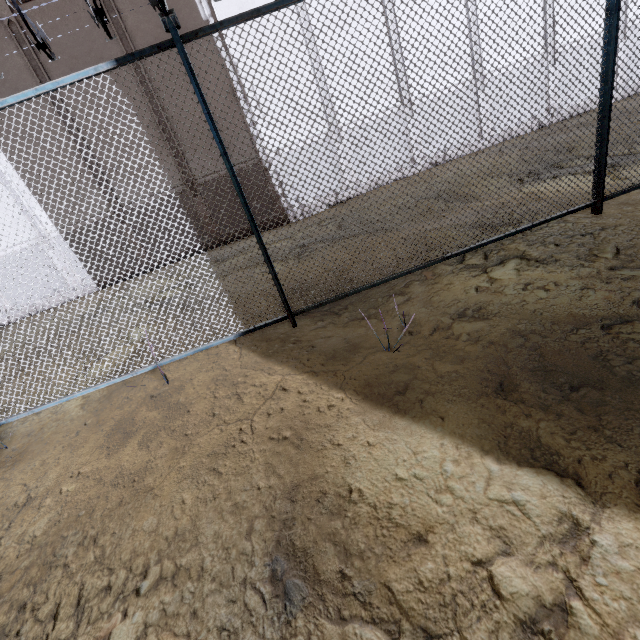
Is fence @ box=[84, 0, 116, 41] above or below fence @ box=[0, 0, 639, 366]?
above

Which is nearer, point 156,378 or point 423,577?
point 423,577

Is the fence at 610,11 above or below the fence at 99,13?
below
